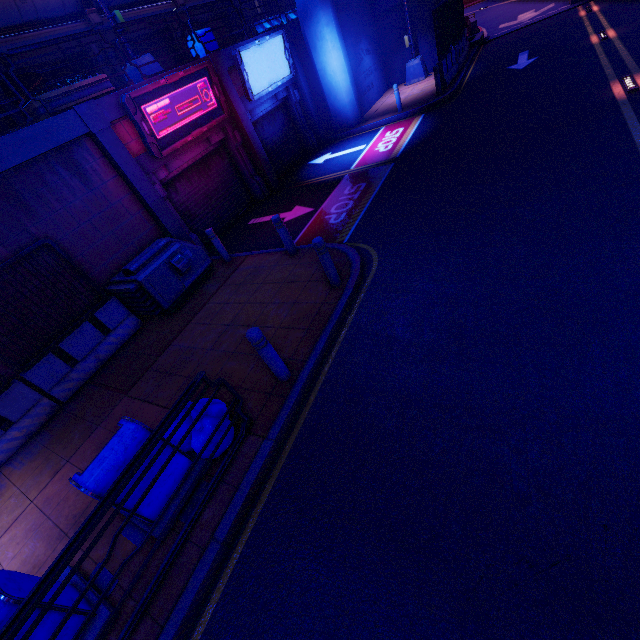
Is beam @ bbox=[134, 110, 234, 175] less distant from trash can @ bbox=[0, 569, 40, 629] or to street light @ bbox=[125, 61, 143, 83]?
street light @ bbox=[125, 61, 143, 83]

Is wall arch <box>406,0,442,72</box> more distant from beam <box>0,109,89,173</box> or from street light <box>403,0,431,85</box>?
beam <box>0,109,89,173</box>

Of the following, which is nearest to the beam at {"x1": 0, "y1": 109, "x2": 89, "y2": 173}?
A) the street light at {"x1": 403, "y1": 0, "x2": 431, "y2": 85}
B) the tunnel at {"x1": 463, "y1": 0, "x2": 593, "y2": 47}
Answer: the street light at {"x1": 403, "y1": 0, "x2": 431, "y2": 85}

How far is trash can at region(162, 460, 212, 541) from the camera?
4.0 meters

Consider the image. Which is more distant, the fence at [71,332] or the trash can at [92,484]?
the fence at [71,332]

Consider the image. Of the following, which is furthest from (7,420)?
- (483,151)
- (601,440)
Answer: (483,151)

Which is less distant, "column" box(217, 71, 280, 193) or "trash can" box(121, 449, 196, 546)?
"trash can" box(121, 449, 196, 546)

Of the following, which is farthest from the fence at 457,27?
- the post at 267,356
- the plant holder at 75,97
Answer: the post at 267,356
